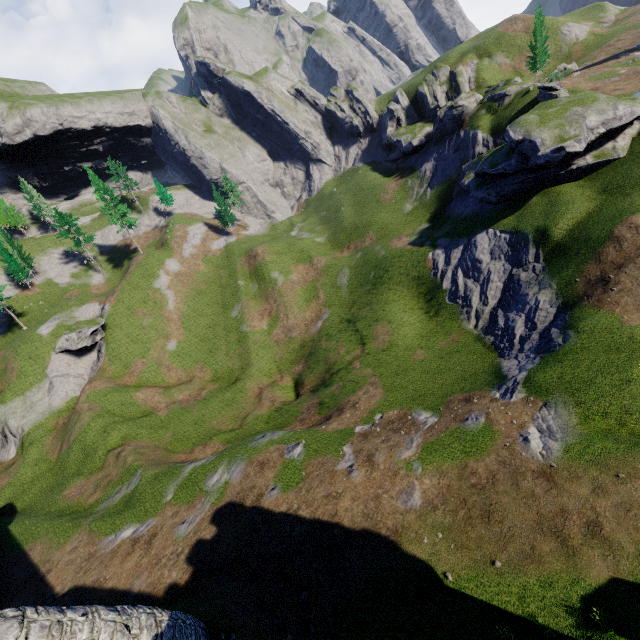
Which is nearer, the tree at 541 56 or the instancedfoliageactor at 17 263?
the tree at 541 56

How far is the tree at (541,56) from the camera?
47.91m

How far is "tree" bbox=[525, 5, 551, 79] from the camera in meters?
47.9 m

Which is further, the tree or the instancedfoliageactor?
the instancedfoliageactor

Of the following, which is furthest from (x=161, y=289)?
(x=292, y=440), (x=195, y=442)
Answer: (x=292, y=440)
